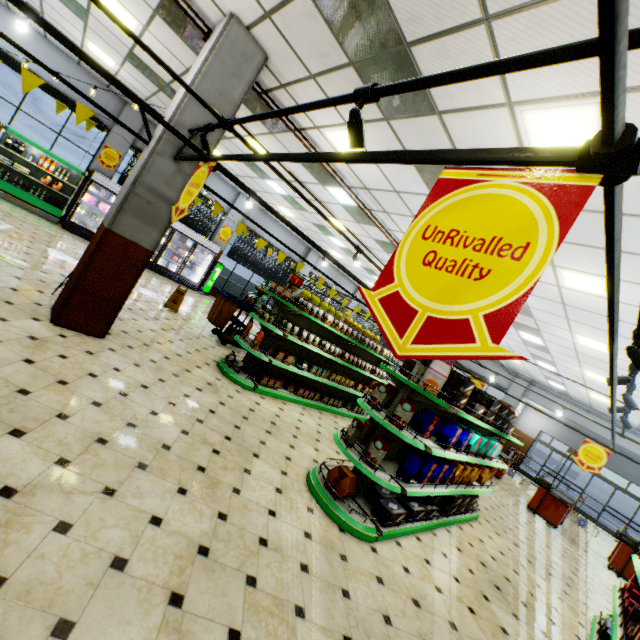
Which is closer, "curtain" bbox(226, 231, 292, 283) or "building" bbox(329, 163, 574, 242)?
"building" bbox(329, 163, 574, 242)

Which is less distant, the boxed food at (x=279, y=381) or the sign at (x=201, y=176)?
the sign at (x=201, y=176)

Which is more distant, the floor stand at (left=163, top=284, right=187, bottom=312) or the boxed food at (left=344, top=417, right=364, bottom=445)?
the floor stand at (left=163, top=284, right=187, bottom=312)

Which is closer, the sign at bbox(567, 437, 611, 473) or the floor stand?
the sign at bbox(567, 437, 611, 473)

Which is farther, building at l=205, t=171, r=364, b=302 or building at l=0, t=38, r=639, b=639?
building at l=205, t=171, r=364, b=302

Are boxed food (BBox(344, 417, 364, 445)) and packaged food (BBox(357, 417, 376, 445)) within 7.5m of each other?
yes

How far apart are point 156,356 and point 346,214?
6.6m

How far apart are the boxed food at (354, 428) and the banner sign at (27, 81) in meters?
5.2
